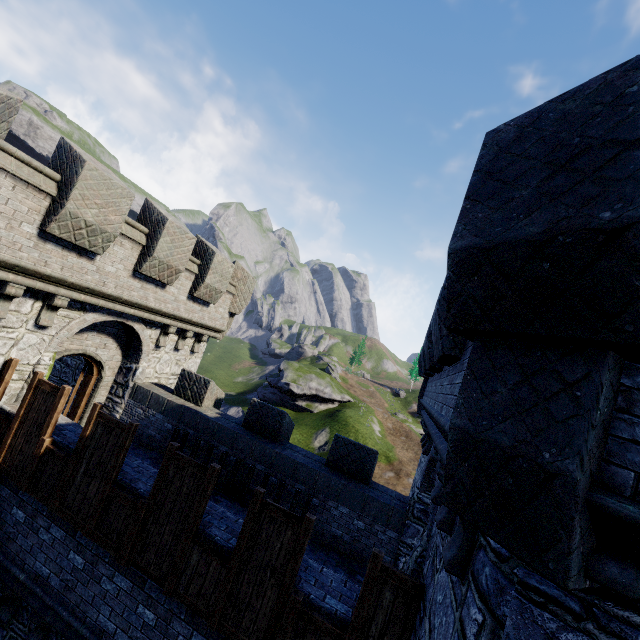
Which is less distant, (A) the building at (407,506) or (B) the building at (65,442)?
(A) the building at (407,506)

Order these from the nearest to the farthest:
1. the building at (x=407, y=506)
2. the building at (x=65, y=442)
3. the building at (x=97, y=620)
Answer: the building at (x=407, y=506) < the building at (x=97, y=620) < the building at (x=65, y=442)

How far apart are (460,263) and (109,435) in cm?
714

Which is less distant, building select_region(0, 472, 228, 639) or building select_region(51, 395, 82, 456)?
building select_region(0, 472, 228, 639)

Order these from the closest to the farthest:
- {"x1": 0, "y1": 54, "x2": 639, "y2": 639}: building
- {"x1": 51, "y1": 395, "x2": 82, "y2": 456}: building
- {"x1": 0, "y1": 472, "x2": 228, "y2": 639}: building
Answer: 1. {"x1": 0, "y1": 54, "x2": 639, "y2": 639}: building
2. {"x1": 0, "y1": 472, "x2": 228, "y2": 639}: building
3. {"x1": 51, "y1": 395, "x2": 82, "y2": 456}: building
